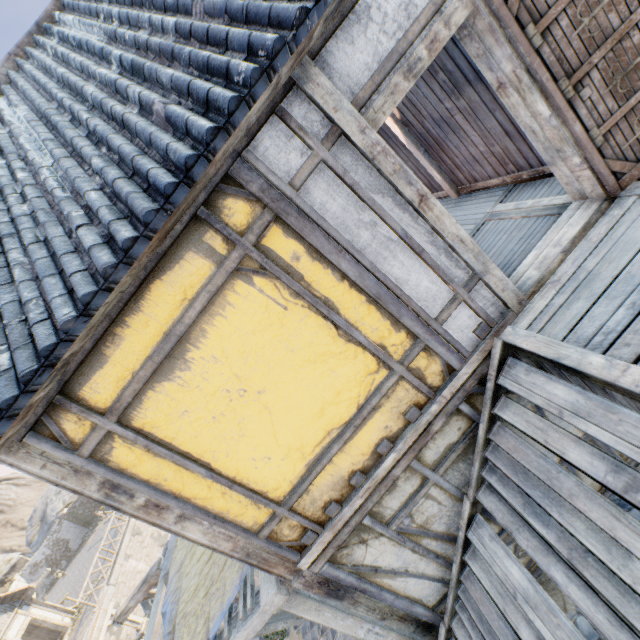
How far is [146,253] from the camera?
2.00m

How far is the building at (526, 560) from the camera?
3.7 meters

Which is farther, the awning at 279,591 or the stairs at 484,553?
the awning at 279,591

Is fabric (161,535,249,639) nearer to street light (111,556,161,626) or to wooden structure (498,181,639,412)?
street light (111,556,161,626)

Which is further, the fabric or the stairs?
the fabric

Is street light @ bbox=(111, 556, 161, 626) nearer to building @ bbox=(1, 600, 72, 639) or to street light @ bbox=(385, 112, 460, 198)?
street light @ bbox=(385, 112, 460, 198)

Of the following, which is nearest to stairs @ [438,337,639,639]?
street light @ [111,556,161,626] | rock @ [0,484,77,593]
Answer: street light @ [111,556,161,626]

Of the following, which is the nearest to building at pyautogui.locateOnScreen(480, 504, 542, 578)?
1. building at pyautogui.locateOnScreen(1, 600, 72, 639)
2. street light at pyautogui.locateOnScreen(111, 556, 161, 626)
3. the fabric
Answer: the fabric
